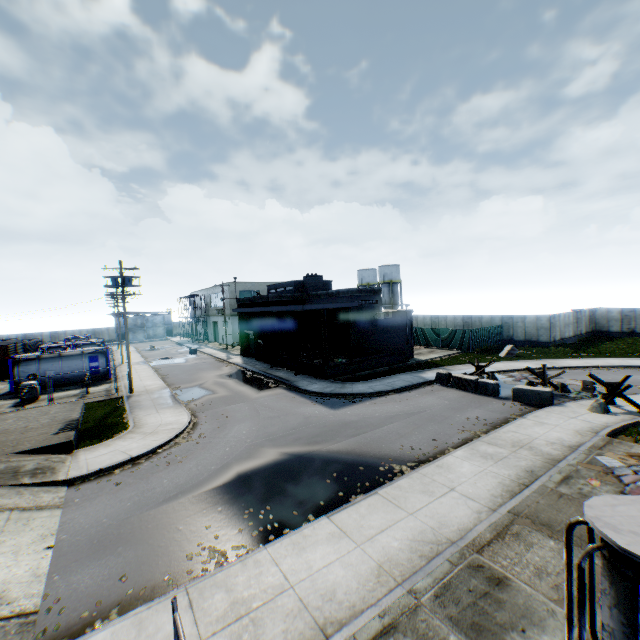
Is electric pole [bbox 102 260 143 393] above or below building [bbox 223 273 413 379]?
above

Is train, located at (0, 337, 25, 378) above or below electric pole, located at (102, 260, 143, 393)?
below

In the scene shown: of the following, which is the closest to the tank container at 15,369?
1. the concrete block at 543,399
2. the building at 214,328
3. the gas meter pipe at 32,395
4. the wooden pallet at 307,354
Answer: the gas meter pipe at 32,395

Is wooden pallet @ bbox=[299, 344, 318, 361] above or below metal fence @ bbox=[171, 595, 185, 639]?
below

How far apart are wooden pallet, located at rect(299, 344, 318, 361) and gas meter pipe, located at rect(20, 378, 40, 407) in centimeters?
1938cm

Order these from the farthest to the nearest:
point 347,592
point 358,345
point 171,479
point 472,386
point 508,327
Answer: point 508,327 < point 358,345 < point 472,386 < point 171,479 < point 347,592

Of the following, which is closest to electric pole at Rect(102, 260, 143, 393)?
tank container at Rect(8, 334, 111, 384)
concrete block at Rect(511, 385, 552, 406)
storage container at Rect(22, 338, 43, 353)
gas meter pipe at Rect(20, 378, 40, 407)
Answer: tank container at Rect(8, 334, 111, 384)

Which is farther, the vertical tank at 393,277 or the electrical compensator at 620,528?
the vertical tank at 393,277
